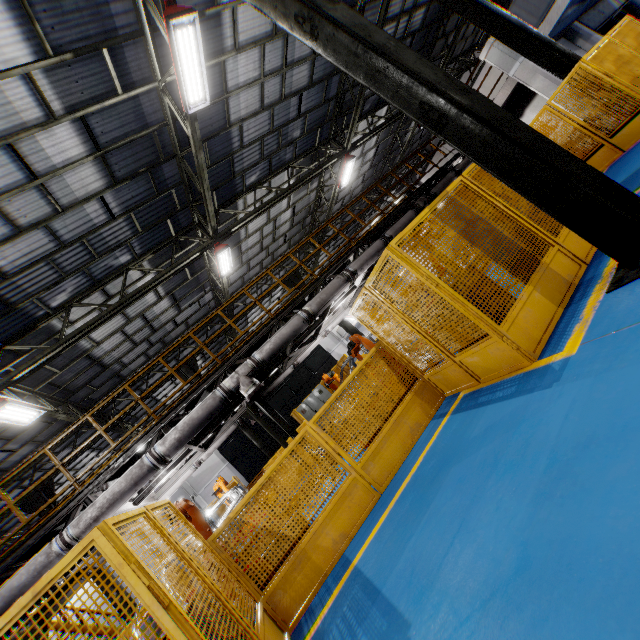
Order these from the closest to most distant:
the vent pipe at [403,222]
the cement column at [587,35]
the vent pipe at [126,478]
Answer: the vent pipe at [126,478] < the vent pipe at [403,222] < the cement column at [587,35]

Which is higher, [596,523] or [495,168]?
[495,168]

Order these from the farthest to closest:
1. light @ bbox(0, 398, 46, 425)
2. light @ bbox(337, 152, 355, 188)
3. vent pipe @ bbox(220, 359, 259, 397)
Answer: light @ bbox(337, 152, 355, 188) < light @ bbox(0, 398, 46, 425) < vent pipe @ bbox(220, 359, 259, 397)

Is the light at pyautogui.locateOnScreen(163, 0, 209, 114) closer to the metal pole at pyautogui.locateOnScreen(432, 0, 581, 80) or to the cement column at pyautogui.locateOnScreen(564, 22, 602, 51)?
the metal pole at pyautogui.locateOnScreen(432, 0, 581, 80)

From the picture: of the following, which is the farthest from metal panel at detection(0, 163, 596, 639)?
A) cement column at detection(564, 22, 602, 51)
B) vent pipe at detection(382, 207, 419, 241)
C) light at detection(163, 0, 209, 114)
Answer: light at detection(163, 0, 209, 114)

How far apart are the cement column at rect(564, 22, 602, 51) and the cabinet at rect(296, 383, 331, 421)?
18.3 meters

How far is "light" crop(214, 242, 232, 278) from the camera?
11.49m

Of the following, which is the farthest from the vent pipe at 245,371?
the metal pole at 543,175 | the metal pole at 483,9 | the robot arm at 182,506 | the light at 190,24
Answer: the metal pole at 543,175
